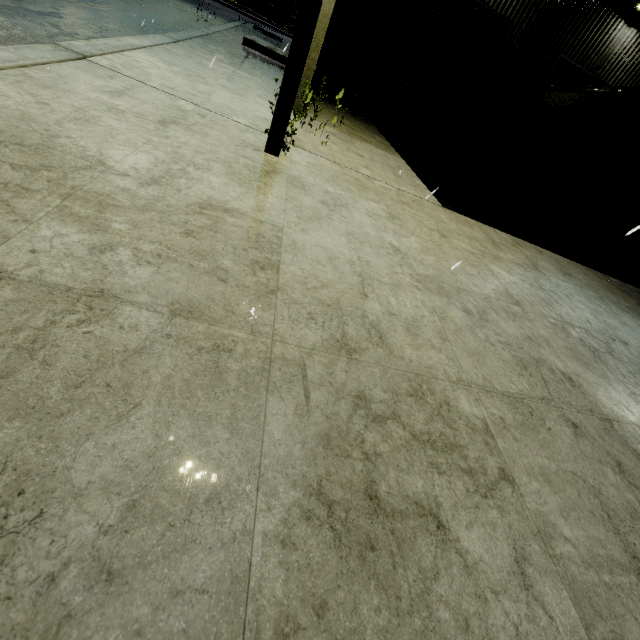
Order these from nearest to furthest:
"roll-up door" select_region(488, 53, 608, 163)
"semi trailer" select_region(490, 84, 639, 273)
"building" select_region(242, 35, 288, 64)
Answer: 1. "semi trailer" select_region(490, 84, 639, 273)
2. "roll-up door" select_region(488, 53, 608, 163)
3. "building" select_region(242, 35, 288, 64)

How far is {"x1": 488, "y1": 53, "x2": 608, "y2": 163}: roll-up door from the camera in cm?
1093

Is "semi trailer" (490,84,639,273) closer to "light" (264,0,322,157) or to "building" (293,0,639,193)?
"building" (293,0,639,193)

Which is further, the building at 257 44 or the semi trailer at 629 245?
the building at 257 44

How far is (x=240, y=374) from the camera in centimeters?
140cm

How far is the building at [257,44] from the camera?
11.49m

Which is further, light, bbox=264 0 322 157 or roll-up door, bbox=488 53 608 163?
roll-up door, bbox=488 53 608 163

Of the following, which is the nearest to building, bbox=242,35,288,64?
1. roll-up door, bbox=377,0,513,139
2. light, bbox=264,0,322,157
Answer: roll-up door, bbox=377,0,513,139
